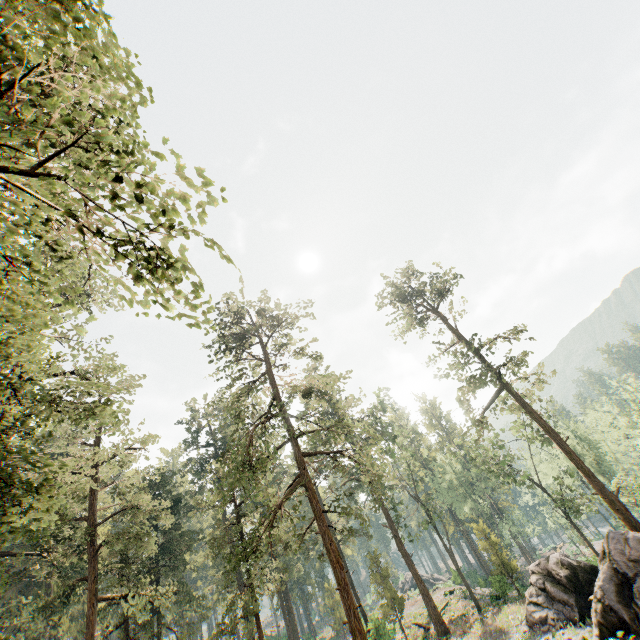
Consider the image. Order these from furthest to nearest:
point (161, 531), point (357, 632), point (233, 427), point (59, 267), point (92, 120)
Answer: point (233, 427) < point (161, 531) < point (357, 632) < point (92, 120) < point (59, 267)

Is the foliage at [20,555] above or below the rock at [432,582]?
above

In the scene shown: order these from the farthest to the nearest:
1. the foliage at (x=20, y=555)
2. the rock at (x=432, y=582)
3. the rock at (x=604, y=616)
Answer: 1. the rock at (x=432, y=582)
2. the rock at (x=604, y=616)
3. the foliage at (x=20, y=555)

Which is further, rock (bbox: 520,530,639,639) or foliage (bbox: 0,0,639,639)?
rock (bbox: 520,530,639,639)

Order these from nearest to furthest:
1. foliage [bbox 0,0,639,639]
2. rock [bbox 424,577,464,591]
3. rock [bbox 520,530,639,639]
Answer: foliage [bbox 0,0,639,639]
rock [bbox 520,530,639,639]
rock [bbox 424,577,464,591]

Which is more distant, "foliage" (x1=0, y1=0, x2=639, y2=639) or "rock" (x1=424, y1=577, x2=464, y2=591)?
"rock" (x1=424, y1=577, x2=464, y2=591)

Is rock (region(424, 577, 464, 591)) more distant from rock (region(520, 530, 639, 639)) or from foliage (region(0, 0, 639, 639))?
rock (region(520, 530, 639, 639))
